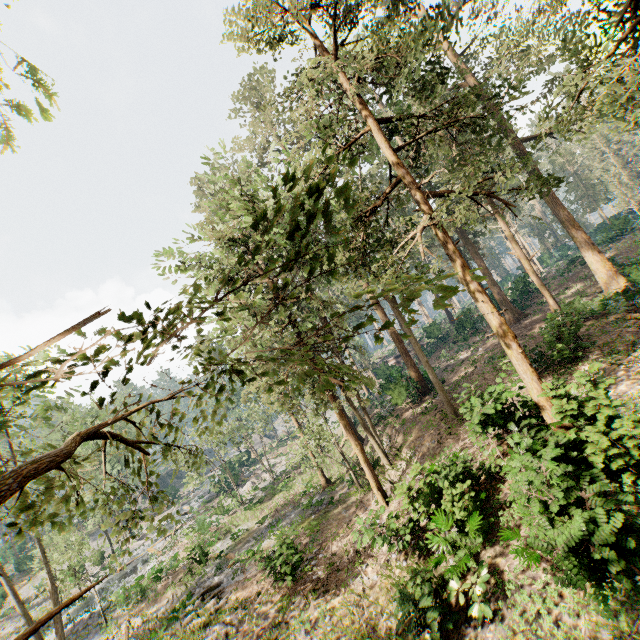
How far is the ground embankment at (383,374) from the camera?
33.57m

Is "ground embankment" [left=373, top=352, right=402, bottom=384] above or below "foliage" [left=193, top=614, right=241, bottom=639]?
above

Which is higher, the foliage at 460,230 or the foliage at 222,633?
the foliage at 460,230

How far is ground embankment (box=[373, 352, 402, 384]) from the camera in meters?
33.6 m

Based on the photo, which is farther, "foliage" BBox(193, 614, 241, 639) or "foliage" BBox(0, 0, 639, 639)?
"foliage" BBox(193, 614, 241, 639)

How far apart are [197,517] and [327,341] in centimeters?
3168cm

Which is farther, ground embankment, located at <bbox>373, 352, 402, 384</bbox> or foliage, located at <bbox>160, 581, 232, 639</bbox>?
ground embankment, located at <bbox>373, 352, 402, 384</bbox>
